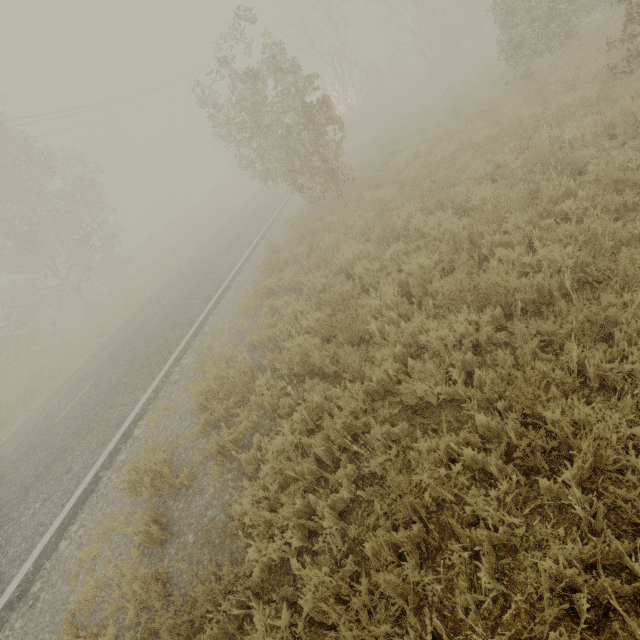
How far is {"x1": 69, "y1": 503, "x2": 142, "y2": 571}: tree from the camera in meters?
4.5 m

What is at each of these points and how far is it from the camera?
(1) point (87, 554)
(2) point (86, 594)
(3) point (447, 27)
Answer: (1) tree, 4.53m
(2) tree, 3.94m
(3) tree, 22.47m

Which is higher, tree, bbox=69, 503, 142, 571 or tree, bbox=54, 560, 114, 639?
tree, bbox=69, 503, 142, 571

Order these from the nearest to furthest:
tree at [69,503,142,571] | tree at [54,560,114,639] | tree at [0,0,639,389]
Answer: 1. tree at [54,560,114,639]
2. tree at [69,503,142,571]
3. tree at [0,0,639,389]

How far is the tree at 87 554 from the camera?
4.5 meters

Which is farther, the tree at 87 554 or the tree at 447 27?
the tree at 447 27

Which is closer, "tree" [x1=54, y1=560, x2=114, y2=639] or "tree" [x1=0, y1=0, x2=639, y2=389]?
"tree" [x1=54, y1=560, x2=114, y2=639]
